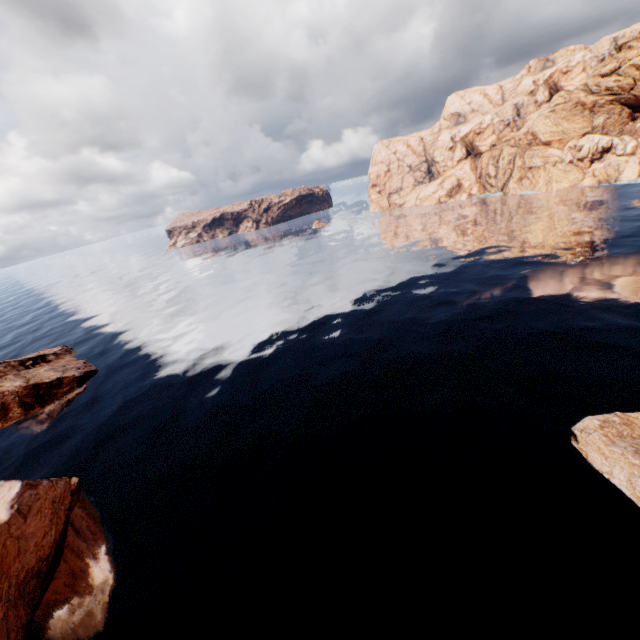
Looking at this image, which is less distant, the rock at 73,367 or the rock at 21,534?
the rock at 21,534

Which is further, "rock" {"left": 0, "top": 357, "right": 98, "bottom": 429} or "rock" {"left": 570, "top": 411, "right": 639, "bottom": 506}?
"rock" {"left": 0, "top": 357, "right": 98, "bottom": 429}

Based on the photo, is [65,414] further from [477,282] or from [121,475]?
[477,282]

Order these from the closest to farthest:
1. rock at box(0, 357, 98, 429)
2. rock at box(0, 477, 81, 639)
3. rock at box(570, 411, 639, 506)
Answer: rock at box(0, 477, 81, 639)
rock at box(570, 411, 639, 506)
rock at box(0, 357, 98, 429)
